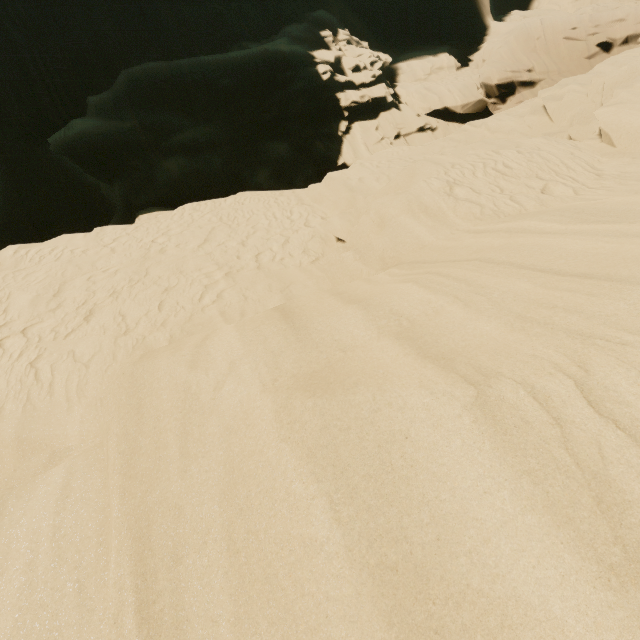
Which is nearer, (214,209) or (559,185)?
(559,185)
